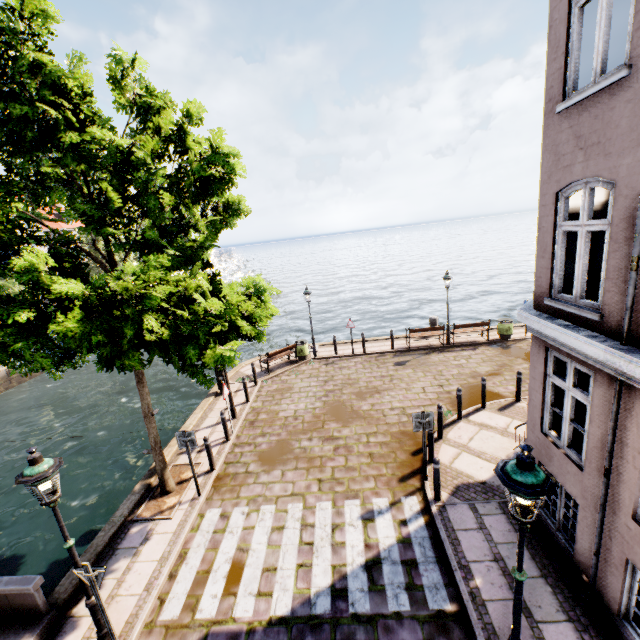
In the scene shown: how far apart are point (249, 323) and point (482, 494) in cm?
671

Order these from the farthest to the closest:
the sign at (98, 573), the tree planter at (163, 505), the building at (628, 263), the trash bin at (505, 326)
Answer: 1. the trash bin at (505, 326)
2. the tree planter at (163, 505)
3. the sign at (98, 573)
4. the building at (628, 263)

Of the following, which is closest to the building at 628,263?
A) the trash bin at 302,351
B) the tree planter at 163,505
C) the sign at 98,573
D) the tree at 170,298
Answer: the tree at 170,298

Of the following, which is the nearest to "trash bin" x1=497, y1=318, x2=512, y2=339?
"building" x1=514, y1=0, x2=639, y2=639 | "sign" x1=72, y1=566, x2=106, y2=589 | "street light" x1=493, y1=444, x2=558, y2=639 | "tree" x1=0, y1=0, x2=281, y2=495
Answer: "building" x1=514, y1=0, x2=639, y2=639

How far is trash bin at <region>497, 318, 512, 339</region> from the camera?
16.20m

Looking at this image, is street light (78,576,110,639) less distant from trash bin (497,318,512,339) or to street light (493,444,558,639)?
street light (493,444,558,639)

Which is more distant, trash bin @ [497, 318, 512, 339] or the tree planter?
trash bin @ [497, 318, 512, 339]

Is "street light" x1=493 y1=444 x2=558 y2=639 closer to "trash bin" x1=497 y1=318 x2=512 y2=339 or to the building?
the building
